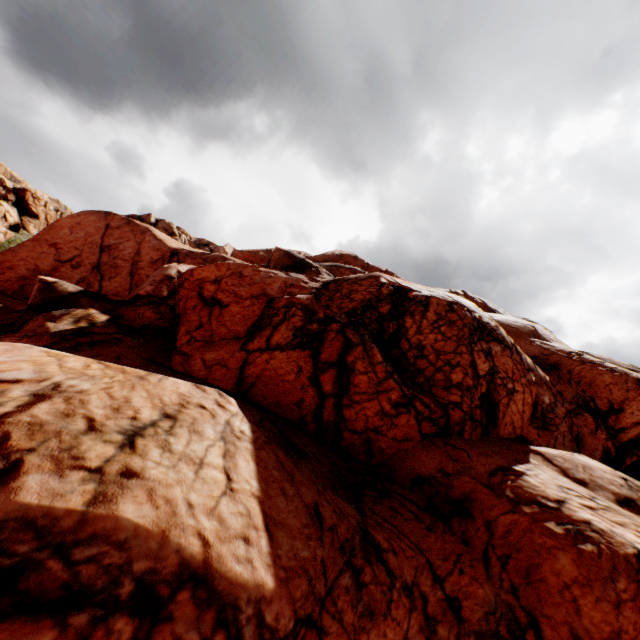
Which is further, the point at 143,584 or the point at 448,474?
the point at 448,474
